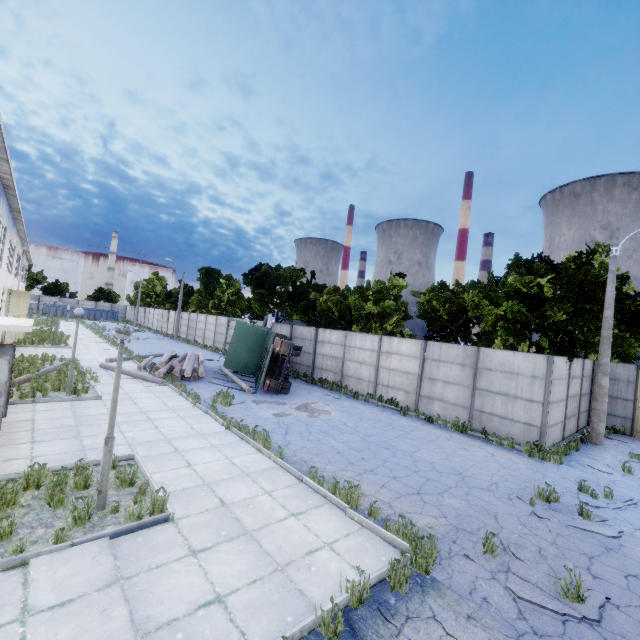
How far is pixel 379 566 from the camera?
5.3 meters

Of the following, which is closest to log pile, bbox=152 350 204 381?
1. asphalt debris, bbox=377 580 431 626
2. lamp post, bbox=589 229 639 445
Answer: asphalt debris, bbox=377 580 431 626

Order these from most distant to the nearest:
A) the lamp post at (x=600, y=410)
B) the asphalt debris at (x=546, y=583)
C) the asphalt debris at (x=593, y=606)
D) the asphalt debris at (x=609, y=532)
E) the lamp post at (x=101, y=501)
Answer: the lamp post at (x=600, y=410) → the asphalt debris at (x=609, y=532) → the lamp post at (x=101, y=501) → the asphalt debris at (x=546, y=583) → the asphalt debris at (x=593, y=606)

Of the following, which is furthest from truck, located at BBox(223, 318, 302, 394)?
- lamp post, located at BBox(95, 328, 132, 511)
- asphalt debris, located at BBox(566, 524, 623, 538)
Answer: asphalt debris, located at BBox(566, 524, 623, 538)

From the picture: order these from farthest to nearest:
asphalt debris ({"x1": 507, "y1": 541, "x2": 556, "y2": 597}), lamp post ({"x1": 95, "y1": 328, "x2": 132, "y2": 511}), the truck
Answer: the truck
lamp post ({"x1": 95, "y1": 328, "x2": 132, "y2": 511})
asphalt debris ({"x1": 507, "y1": 541, "x2": 556, "y2": 597})

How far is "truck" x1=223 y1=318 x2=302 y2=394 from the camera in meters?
16.6

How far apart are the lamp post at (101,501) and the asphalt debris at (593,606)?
6.7 meters

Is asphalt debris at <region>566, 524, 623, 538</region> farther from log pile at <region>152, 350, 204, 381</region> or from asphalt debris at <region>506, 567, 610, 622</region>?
log pile at <region>152, 350, 204, 381</region>
